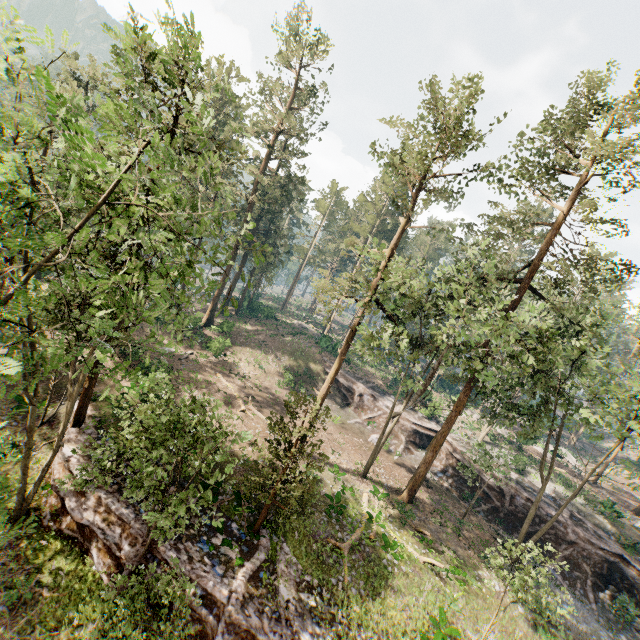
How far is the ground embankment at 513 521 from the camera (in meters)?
28.42

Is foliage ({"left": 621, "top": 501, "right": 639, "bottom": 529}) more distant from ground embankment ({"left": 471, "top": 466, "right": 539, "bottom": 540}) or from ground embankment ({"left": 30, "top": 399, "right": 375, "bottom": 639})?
ground embankment ({"left": 471, "top": 466, "right": 539, "bottom": 540})

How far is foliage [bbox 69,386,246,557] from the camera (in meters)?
11.25

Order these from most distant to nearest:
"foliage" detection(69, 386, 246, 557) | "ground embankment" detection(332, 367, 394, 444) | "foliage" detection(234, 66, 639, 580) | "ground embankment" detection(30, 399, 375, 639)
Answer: "ground embankment" detection(332, 367, 394, 444) < "foliage" detection(234, 66, 639, 580) < "ground embankment" detection(30, 399, 375, 639) < "foliage" detection(69, 386, 246, 557)

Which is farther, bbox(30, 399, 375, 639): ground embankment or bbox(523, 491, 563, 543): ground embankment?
bbox(523, 491, 563, 543): ground embankment

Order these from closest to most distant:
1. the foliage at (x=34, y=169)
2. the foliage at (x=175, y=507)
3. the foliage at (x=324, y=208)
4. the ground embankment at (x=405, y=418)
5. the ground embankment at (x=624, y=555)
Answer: the foliage at (x=34, y=169) → the foliage at (x=175, y=507) → the ground embankment at (x=624, y=555) → the ground embankment at (x=405, y=418) → the foliage at (x=324, y=208)

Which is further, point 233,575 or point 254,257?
point 233,575
